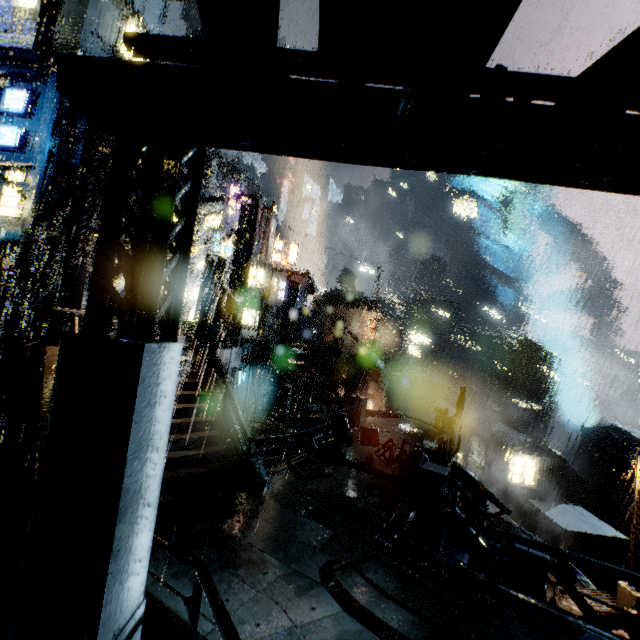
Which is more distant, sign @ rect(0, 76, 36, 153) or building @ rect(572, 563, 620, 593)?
sign @ rect(0, 76, 36, 153)

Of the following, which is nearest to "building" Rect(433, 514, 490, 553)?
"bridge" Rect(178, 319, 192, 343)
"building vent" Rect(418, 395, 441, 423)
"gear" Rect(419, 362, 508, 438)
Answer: "bridge" Rect(178, 319, 192, 343)

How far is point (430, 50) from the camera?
2.4m

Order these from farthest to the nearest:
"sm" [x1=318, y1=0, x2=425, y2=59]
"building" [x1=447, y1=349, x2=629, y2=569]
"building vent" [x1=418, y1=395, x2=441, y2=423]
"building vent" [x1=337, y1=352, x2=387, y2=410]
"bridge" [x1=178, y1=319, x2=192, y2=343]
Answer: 1. "building vent" [x1=418, y1=395, x2=441, y2=423]
2. "building vent" [x1=337, y1=352, x2=387, y2=410]
3. "building" [x1=447, y1=349, x2=629, y2=569]
4. "bridge" [x1=178, y1=319, x2=192, y2=343]
5. "sm" [x1=318, y1=0, x2=425, y2=59]

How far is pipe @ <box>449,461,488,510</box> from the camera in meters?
14.8

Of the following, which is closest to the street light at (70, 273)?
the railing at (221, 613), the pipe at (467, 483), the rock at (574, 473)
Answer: the railing at (221, 613)

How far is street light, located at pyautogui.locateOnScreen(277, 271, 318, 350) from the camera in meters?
26.3 m

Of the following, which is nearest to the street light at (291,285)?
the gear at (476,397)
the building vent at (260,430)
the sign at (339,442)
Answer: the building vent at (260,430)
